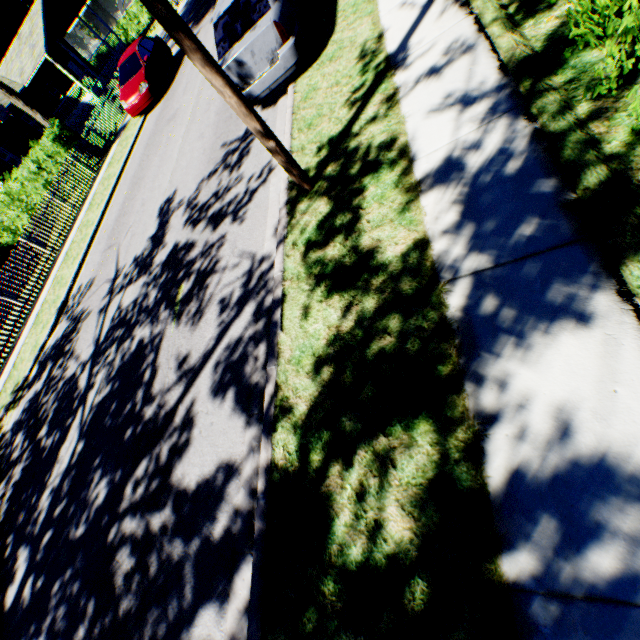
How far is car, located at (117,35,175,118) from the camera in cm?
1395

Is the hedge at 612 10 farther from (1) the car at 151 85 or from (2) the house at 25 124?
(2) the house at 25 124

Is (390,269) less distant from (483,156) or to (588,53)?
(483,156)

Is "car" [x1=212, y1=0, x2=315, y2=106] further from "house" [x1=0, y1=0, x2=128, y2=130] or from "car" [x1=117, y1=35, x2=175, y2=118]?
"house" [x1=0, y1=0, x2=128, y2=130]

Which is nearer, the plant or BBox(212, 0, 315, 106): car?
BBox(212, 0, 315, 106): car

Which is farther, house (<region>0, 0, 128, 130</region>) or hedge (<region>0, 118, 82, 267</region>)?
house (<region>0, 0, 128, 130</region>)

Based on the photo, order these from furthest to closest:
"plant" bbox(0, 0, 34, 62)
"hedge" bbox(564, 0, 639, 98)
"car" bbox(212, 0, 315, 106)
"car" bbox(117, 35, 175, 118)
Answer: "plant" bbox(0, 0, 34, 62) → "car" bbox(117, 35, 175, 118) → "car" bbox(212, 0, 315, 106) → "hedge" bbox(564, 0, 639, 98)

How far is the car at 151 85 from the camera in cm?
1395
